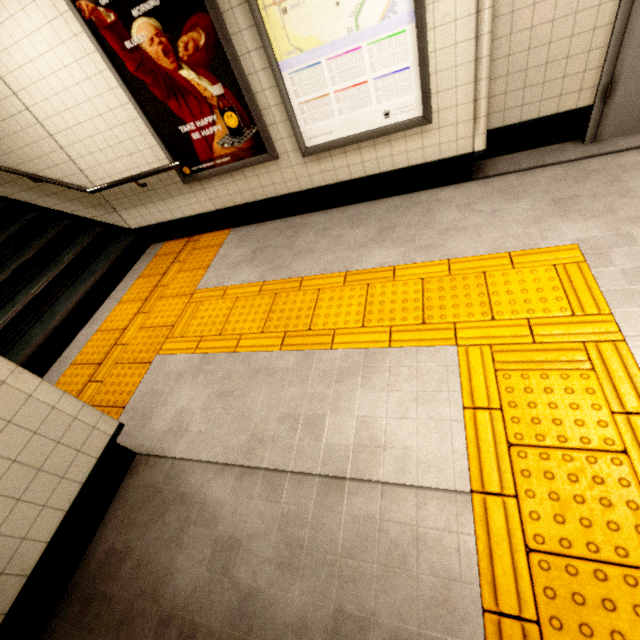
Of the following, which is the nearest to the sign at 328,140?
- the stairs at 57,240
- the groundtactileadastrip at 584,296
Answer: the groundtactileadastrip at 584,296

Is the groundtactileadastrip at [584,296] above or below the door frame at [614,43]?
below

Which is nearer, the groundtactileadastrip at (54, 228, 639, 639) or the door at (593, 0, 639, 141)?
the groundtactileadastrip at (54, 228, 639, 639)

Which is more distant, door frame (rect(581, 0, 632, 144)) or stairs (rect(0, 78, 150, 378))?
stairs (rect(0, 78, 150, 378))

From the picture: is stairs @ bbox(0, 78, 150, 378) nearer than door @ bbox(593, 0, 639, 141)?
No

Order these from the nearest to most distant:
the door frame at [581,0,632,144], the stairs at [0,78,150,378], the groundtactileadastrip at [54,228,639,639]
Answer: the groundtactileadastrip at [54,228,639,639] < the door frame at [581,0,632,144] < the stairs at [0,78,150,378]

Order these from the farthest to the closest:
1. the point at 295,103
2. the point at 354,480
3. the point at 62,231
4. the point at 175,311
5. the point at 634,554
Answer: the point at 62,231 → the point at 175,311 → the point at 295,103 → the point at 354,480 → the point at 634,554

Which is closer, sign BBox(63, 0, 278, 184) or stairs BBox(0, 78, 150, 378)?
sign BBox(63, 0, 278, 184)
